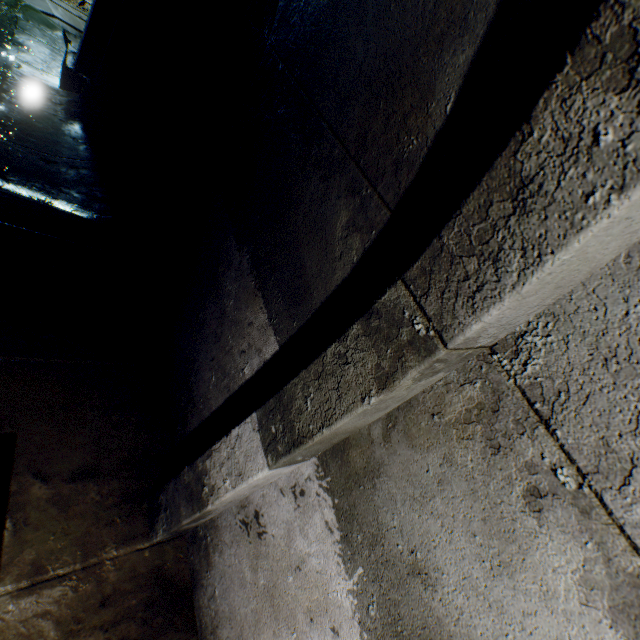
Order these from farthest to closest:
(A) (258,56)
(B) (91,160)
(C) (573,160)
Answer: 1. (B) (91,160)
2. (A) (258,56)
3. (C) (573,160)

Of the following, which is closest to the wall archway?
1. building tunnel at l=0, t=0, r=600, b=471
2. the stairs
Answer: building tunnel at l=0, t=0, r=600, b=471

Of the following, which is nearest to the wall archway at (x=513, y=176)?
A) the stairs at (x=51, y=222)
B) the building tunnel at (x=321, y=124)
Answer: the building tunnel at (x=321, y=124)

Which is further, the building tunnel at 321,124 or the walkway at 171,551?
the walkway at 171,551

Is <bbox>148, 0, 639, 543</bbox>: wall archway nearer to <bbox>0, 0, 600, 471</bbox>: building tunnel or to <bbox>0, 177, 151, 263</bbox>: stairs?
<bbox>0, 0, 600, 471</bbox>: building tunnel

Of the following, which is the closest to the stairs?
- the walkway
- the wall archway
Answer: the walkway

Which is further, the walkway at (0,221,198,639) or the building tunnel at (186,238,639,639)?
the walkway at (0,221,198,639)
